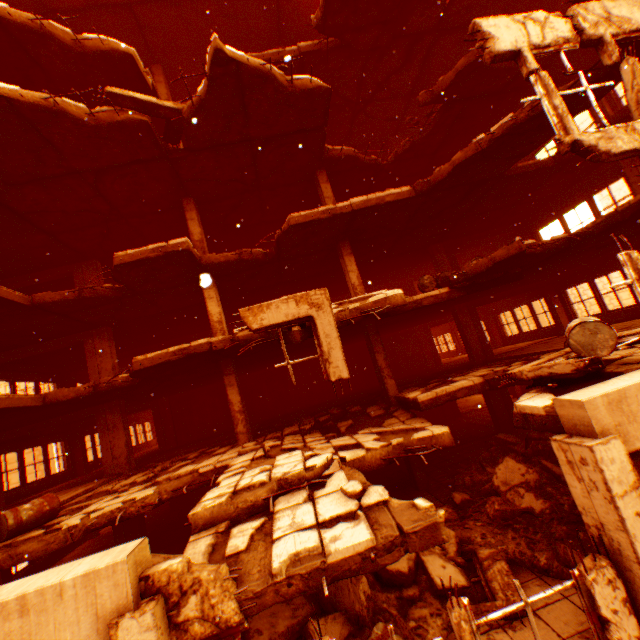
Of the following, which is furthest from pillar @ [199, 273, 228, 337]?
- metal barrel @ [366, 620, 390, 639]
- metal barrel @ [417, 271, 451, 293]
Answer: metal barrel @ [366, 620, 390, 639]

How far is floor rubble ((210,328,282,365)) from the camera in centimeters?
679cm

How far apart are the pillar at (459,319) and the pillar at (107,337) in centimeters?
1436cm

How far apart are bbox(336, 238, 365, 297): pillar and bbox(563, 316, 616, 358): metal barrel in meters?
6.4 m

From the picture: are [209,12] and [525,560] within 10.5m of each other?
no

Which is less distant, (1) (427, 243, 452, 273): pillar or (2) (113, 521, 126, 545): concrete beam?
(2) (113, 521, 126, 545): concrete beam

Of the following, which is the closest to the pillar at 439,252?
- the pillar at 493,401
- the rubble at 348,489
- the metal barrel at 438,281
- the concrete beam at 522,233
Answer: the concrete beam at 522,233

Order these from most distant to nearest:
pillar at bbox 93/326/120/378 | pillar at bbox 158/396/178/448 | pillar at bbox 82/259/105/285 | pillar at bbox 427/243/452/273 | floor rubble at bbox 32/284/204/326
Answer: pillar at bbox 158/396/178/448 → pillar at bbox 427/243/452/273 → pillar at bbox 82/259/105/285 → pillar at bbox 93/326/120/378 → floor rubble at bbox 32/284/204/326
